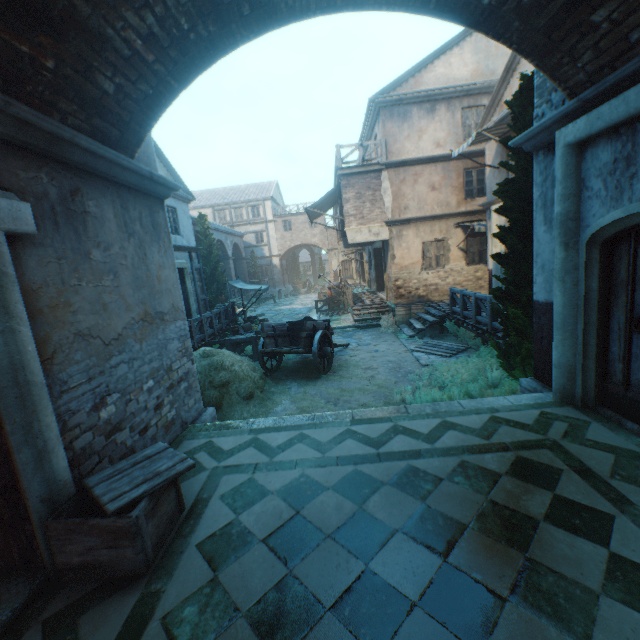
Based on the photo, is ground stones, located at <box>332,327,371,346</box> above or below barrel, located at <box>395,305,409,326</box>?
below

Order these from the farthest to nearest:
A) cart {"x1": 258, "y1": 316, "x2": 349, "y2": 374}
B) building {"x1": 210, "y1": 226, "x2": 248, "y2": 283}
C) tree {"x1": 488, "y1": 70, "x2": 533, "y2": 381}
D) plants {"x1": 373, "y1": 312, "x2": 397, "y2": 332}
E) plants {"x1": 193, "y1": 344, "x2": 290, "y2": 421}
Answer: building {"x1": 210, "y1": 226, "x2": 248, "y2": 283}
plants {"x1": 373, "y1": 312, "x2": 397, "y2": 332}
cart {"x1": 258, "y1": 316, "x2": 349, "y2": 374}
plants {"x1": 193, "y1": 344, "x2": 290, "y2": 421}
tree {"x1": 488, "y1": 70, "x2": 533, "y2": 381}

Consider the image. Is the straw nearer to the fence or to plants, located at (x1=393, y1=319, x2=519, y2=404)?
plants, located at (x1=393, y1=319, x2=519, y2=404)

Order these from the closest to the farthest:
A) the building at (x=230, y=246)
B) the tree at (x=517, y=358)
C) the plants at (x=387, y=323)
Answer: the tree at (x=517, y=358) → the plants at (x=387, y=323) → the building at (x=230, y=246)

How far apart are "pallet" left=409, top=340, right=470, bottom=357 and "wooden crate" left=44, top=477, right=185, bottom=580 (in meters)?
8.69

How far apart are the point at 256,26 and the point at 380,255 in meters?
17.8 m

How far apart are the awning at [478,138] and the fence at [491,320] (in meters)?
4.74

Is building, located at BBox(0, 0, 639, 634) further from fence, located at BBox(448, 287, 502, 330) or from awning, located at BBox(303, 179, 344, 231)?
fence, located at BBox(448, 287, 502, 330)
